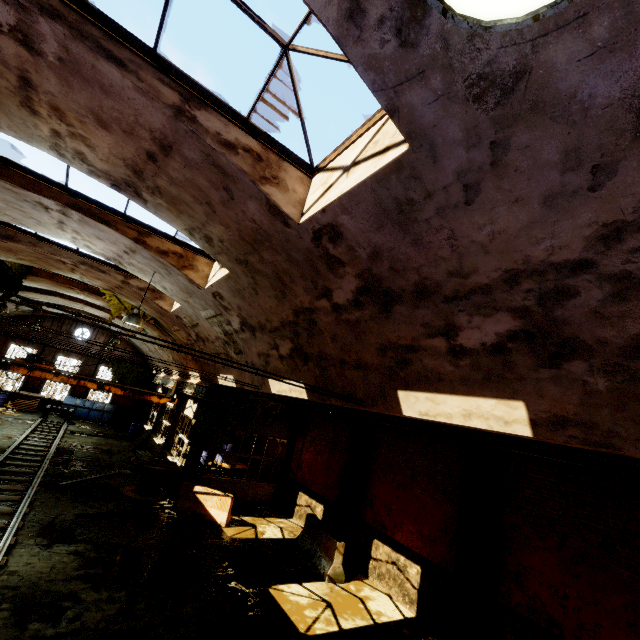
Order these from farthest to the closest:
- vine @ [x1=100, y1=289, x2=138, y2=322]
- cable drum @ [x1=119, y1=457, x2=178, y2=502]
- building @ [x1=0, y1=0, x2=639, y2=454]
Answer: vine @ [x1=100, y1=289, x2=138, y2=322], cable drum @ [x1=119, y1=457, x2=178, y2=502], building @ [x1=0, y1=0, x2=639, y2=454]

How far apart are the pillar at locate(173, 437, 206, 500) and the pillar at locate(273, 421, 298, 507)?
4.2m

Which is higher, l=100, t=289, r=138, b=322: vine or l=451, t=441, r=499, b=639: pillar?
l=100, t=289, r=138, b=322: vine

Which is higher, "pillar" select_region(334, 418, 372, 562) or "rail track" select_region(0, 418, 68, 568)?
"pillar" select_region(334, 418, 372, 562)

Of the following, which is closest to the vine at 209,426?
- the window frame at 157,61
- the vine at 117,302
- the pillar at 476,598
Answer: the vine at 117,302

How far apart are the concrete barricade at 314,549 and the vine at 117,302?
12.0m

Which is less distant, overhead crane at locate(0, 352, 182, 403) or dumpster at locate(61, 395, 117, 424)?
overhead crane at locate(0, 352, 182, 403)

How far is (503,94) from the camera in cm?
236
